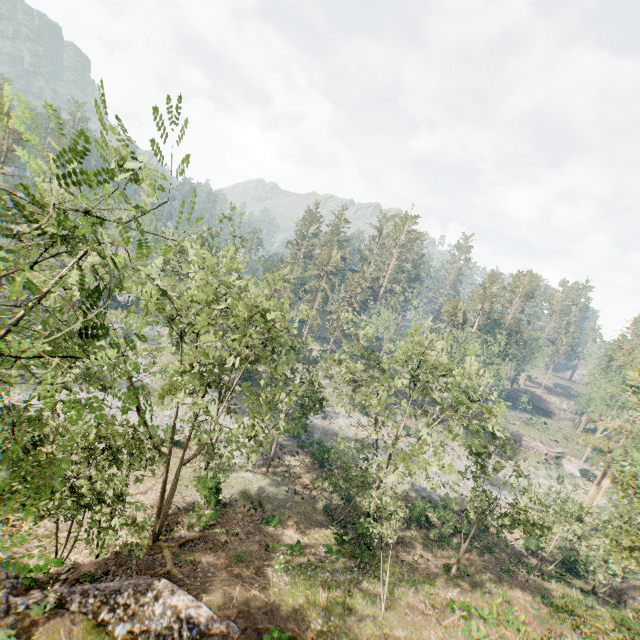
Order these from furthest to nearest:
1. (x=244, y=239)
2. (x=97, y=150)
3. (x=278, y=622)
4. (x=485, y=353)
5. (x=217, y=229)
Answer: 1. (x=485, y=353)
2. (x=244, y=239)
3. (x=217, y=229)
4. (x=278, y=622)
5. (x=97, y=150)

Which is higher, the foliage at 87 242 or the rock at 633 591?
the foliage at 87 242

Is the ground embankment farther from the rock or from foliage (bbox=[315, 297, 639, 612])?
the rock

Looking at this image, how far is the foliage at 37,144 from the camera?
3.39m

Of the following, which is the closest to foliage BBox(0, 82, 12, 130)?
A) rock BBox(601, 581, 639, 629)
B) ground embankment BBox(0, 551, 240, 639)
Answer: ground embankment BBox(0, 551, 240, 639)

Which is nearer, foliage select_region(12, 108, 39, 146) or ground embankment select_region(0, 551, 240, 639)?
A: foliage select_region(12, 108, 39, 146)

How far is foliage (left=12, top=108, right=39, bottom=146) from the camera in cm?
339
